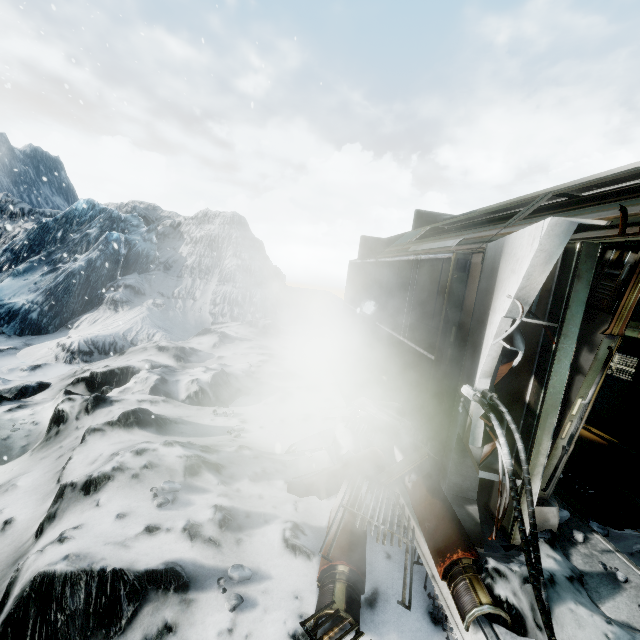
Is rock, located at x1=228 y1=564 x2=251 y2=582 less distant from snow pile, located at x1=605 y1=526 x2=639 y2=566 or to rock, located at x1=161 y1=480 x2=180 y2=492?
rock, located at x1=161 y1=480 x2=180 y2=492

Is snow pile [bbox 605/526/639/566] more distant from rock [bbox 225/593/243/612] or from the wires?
rock [bbox 225/593/243/612]

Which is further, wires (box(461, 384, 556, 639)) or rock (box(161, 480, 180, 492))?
rock (box(161, 480, 180, 492))

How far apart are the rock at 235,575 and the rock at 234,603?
0.1 meters

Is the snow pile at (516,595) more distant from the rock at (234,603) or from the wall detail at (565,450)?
the rock at (234,603)

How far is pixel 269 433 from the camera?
4.9 meters

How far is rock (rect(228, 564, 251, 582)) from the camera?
2.4m

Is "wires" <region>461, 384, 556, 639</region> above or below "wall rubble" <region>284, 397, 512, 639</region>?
above
